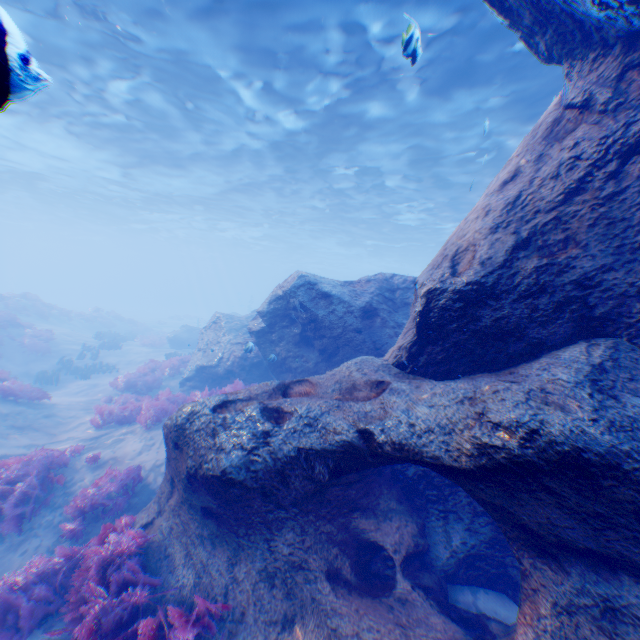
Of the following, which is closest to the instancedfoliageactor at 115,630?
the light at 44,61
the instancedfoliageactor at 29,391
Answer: the instancedfoliageactor at 29,391

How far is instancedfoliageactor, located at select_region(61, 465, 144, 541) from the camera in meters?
6.2 m

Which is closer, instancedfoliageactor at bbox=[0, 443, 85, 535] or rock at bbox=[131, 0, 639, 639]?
rock at bbox=[131, 0, 639, 639]

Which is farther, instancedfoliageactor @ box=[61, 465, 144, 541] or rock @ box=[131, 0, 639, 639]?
instancedfoliageactor @ box=[61, 465, 144, 541]

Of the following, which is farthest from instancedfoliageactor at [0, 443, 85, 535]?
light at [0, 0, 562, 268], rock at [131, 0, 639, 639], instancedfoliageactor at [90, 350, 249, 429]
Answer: light at [0, 0, 562, 268]

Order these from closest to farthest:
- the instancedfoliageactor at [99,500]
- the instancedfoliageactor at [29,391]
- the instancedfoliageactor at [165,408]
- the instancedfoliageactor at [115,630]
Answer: the instancedfoliageactor at [115,630], the instancedfoliageactor at [99,500], the instancedfoliageactor at [165,408], the instancedfoliageactor at [29,391]

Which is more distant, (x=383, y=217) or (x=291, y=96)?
(x=383, y=217)

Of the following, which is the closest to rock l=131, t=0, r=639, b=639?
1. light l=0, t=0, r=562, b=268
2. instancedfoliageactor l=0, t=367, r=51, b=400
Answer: light l=0, t=0, r=562, b=268
